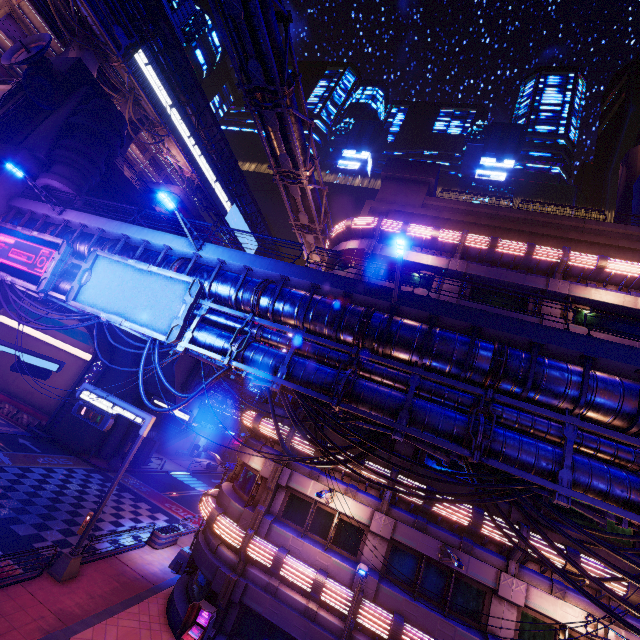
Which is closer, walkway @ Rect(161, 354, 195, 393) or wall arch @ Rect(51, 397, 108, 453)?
wall arch @ Rect(51, 397, 108, 453)

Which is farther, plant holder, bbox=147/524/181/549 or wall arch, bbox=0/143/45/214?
wall arch, bbox=0/143/45/214

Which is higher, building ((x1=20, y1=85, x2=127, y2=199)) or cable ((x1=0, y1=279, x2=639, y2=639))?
building ((x1=20, y1=85, x2=127, y2=199))

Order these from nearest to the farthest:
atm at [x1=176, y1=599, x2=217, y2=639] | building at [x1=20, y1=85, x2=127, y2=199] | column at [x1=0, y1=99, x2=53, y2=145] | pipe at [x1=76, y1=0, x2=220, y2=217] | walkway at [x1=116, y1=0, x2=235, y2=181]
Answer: atm at [x1=176, y1=599, x2=217, y2=639] < building at [x1=20, y1=85, x2=127, y2=199] < column at [x1=0, y1=99, x2=53, y2=145] < pipe at [x1=76, y1=0, x2=220, y2=217] < walkway at [x1=116, y1=0, x2=235, y2=181]

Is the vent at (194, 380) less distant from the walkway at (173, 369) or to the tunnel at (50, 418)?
the walkway at (173, 369)

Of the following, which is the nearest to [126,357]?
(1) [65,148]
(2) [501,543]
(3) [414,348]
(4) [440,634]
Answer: (1) [65,148]

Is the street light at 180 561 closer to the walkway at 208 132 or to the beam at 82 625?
the beam at 82 625

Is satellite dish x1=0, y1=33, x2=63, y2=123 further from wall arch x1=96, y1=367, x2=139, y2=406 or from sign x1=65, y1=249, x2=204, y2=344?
sign x1=65, y1=249, x2=204, y2=344
